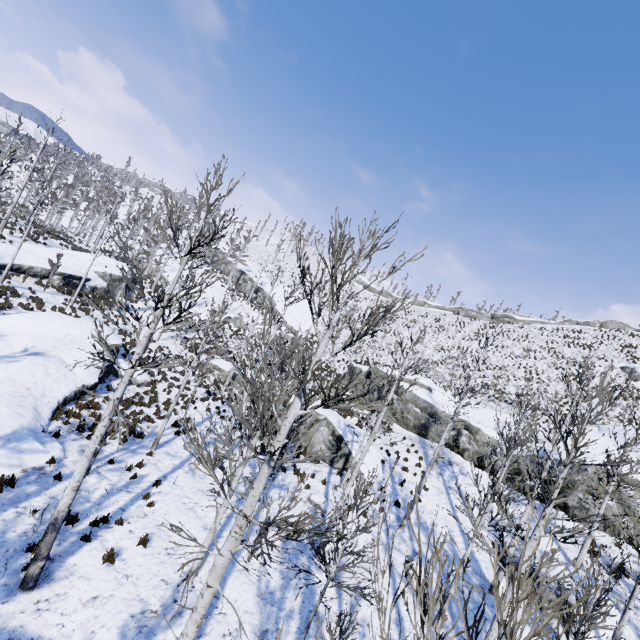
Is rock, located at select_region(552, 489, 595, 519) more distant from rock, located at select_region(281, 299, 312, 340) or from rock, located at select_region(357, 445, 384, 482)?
Result: rock, located at select_region(281, 299, 312, 340)

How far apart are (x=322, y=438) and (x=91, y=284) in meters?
26.9 m

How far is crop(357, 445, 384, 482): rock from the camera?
18.2 meters

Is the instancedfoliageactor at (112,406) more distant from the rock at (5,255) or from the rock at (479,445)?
the rock at (5,255)

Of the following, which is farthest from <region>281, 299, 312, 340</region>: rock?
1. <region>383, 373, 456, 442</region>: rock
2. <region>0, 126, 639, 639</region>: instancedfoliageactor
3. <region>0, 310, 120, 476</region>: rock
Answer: <region>0, 126, 639, 639</region>: instancedfoliageactor

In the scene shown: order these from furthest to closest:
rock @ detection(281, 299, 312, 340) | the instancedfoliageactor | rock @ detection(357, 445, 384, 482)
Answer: rock @ detection(281, 299, 312, 340) → rock @ detection(357, 445, 384, 482) → the instancedfoliageactor

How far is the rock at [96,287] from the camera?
30.55m
